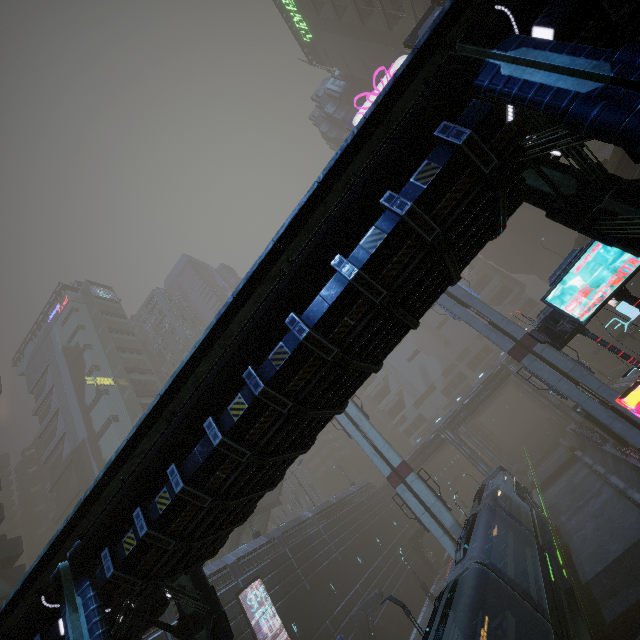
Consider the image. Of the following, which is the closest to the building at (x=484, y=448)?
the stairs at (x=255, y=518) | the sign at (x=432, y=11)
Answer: the sign at (x=432, y=11)

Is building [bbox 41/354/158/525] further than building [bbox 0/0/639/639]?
Yes

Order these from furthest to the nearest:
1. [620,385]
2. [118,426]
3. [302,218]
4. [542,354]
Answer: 1. [118,426]
2. [620,385]
3. [542,354]
4. [302,218]

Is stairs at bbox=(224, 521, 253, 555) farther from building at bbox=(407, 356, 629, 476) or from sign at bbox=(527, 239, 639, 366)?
sign at bbox=(527, 239, 639, 366)

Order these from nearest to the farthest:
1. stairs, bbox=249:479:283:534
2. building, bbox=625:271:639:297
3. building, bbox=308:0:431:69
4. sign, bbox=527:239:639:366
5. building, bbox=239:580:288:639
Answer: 1. sign, bbox=527:239:639:366
2. building, bbox=239:580:288:639
3. building, bbox=625:271:639:297
4. stairs, bbox=249:479:283:534
5. building, bbox=308:0:431:69

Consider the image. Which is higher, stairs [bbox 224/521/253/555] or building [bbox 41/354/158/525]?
building [bbox 41/354/158/525]

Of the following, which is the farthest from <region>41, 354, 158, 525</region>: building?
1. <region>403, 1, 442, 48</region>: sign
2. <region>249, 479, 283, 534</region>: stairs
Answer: <region>249, 479, 283, 534</region>: stairs

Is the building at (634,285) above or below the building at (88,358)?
below
